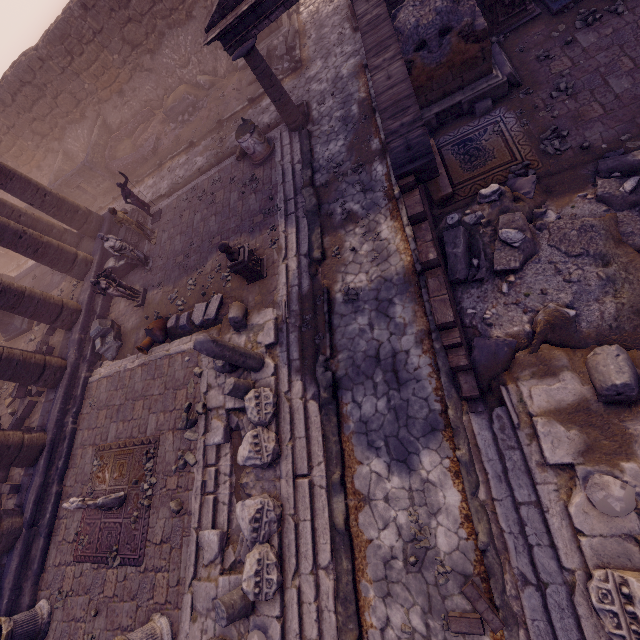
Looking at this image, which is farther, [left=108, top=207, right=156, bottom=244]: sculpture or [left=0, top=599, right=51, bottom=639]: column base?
[left=108, top=207, right=156, bottom=244]: sculpture

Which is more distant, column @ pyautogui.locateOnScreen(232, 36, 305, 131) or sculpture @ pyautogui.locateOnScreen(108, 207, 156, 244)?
sculpture @ pyautogui.locateOnScreen(108, 207, 156, 244)

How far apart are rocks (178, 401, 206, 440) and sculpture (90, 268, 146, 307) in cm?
494

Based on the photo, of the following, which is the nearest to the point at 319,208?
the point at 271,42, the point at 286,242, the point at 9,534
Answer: the point at 286,242

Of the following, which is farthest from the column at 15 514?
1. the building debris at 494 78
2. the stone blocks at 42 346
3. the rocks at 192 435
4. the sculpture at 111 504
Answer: the building debris at 494 78

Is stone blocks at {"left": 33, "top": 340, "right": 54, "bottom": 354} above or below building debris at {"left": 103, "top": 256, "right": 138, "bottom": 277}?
above

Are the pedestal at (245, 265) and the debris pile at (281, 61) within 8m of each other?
no

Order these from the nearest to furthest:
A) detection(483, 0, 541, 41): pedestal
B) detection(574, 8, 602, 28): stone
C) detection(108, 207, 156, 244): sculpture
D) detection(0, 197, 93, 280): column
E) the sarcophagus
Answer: detection(574, 8, 602, 28): stone → detection(483, 0, 541, 41): pedestal → detection(0, 197, 93, 280): column → detection(108, 207, 156, 244): sculpture → the sarcophagus
